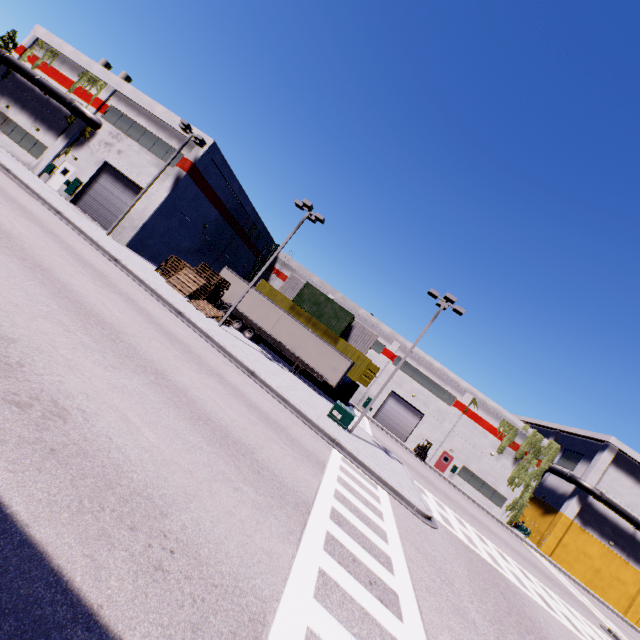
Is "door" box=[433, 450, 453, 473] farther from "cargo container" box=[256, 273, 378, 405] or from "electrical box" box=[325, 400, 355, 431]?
"electrical box" box=[325, 400, 355, 431]

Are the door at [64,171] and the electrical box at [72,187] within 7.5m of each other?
yes

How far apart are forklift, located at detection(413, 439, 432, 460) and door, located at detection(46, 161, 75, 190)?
43.5m

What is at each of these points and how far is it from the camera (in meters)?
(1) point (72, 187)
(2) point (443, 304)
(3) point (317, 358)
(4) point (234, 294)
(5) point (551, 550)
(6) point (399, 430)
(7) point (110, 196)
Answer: (1) electrical box, 26.33
(2) light, 19.52
(3) semi trailer, 28.31
(4) semi trailer, 30.30
(5) building, 36.56
(6) roll-up door, 41.16
(7) roll-up door, 26.36

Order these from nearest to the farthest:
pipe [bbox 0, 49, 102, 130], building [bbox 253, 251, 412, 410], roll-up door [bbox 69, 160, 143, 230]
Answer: roll-up door [bbox 69, 160, 143, 230], pipe [bbox 0, 49, 102, 130], building [bbox 253, 251, 412, 410]

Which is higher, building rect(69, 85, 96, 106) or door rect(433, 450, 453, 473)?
building rect(69, 85, 96, 106)

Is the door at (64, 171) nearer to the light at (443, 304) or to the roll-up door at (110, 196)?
the roll-up door at (110, 196)

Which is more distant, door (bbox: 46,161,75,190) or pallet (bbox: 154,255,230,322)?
door (bbox: 46,161,75,190)
